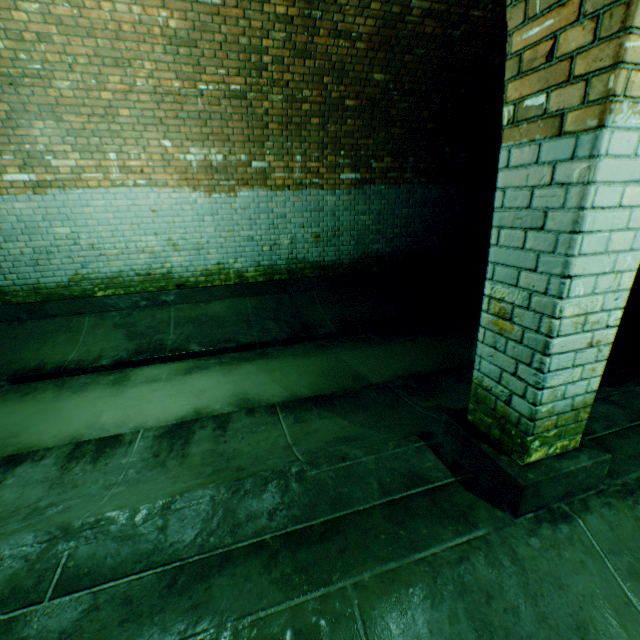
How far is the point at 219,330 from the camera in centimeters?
516cm
